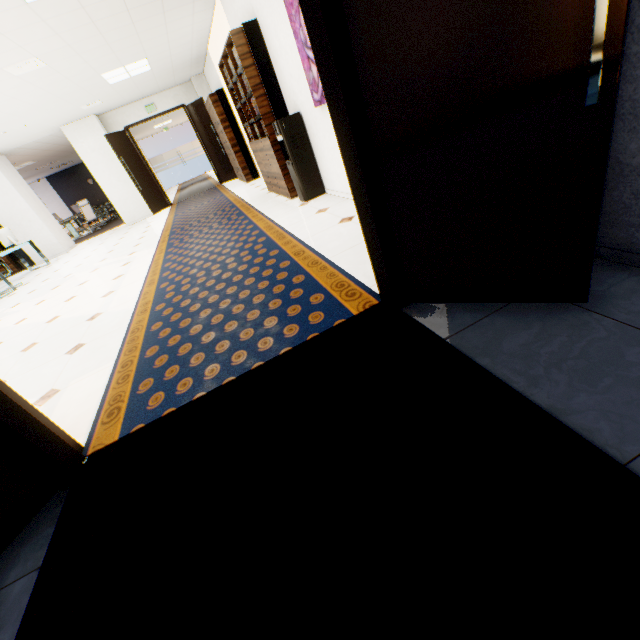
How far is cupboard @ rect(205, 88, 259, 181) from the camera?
8.18m

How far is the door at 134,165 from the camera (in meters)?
9.86

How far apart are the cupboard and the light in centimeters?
129cm

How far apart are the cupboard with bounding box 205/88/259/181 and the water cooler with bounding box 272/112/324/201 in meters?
4.8

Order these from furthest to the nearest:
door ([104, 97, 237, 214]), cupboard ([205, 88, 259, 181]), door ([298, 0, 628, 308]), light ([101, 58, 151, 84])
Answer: door ([104, 97, 237, 214]), cupboard ([205, 88, 259, 181]), light ([101, 58, 151, 84]), door ([298, 0, 628, 308])

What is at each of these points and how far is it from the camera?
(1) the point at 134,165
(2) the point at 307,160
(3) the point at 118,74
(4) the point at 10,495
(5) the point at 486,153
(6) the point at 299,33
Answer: (1) door, 10.1 meters
(2) water cooler, 4.6 meters
(3) light, 6.9 meters
(4) door, 1.4 meters
(5) door, 1.2 meters
(6) picture, 3.2 meters

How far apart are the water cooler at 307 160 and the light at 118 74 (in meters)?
4.47

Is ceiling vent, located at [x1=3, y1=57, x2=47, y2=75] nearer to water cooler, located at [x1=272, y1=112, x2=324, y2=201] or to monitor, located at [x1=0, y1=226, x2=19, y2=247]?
water cooler, located at [x1=272, y1=112, x2=324, y2=201]
